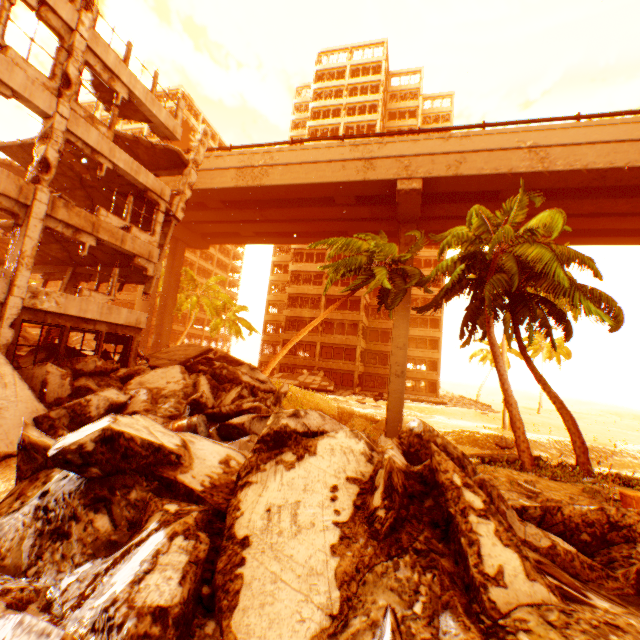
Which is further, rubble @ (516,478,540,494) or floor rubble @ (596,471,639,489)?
floor rubble @ (596,471,639,489)

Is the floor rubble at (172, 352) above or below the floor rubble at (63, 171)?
below

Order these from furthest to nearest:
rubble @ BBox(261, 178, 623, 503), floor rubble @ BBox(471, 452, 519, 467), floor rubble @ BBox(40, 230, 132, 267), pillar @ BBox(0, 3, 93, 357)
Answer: floor rubble @ BBox(40, 230, 132, 267) < rubble @ BBox(261, 178, 623, 503) < floor rubble @ BBox(471, 452, 519, 467) < pillar @ BBox(0, 3, 93, 357)

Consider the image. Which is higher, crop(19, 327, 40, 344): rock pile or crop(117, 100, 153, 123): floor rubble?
crop(117, 100, 153, 123): floor rubble

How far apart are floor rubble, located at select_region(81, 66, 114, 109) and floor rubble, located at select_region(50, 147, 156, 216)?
2.48m

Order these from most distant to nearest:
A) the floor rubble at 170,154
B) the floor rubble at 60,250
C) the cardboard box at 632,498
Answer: the floor rubble at 170,154 → the floor rubble at 60,250 → the cardboard box at 632,498

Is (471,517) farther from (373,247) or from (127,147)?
(127,147)

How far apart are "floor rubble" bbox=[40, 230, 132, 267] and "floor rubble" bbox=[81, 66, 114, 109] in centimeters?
556cm
